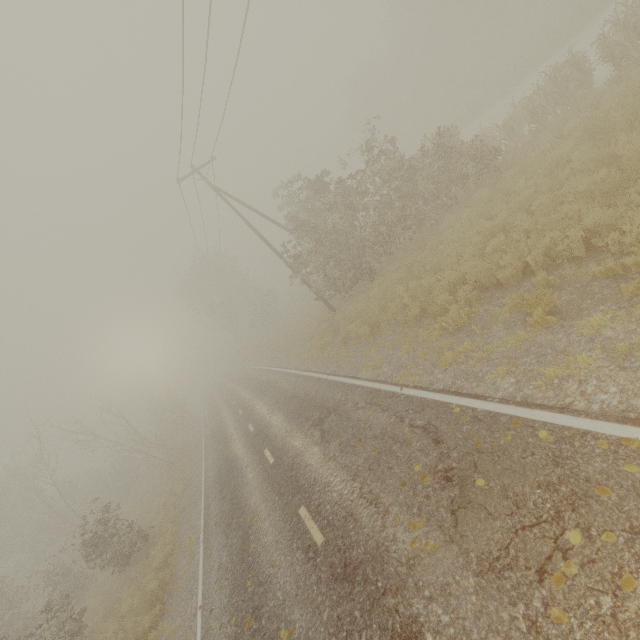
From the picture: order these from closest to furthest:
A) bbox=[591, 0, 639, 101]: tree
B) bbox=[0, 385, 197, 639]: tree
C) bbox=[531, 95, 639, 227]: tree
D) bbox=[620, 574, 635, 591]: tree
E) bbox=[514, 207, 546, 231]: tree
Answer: bbox=[620, 574, 635, 591]: tree < bbox=[531, 95, 639, 227]: tree < bbox=[514, 207, 546, 231]: tree < bbox=[591, 0, 639, 101]: tree < bbox=[0, 385, 197, 639]: tree

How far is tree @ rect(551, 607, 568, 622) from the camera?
2.94m

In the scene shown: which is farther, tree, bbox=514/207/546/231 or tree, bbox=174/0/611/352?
tree, bbox=174/0/611/352

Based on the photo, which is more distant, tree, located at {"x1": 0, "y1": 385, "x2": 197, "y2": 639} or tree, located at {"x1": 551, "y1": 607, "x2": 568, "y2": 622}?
tree, located at {"x1": 0, "y1": 385, "x2": 197, "y2": 639}

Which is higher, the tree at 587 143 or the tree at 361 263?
the tree at 361 263

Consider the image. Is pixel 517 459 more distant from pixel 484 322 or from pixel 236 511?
pixel 236 511
